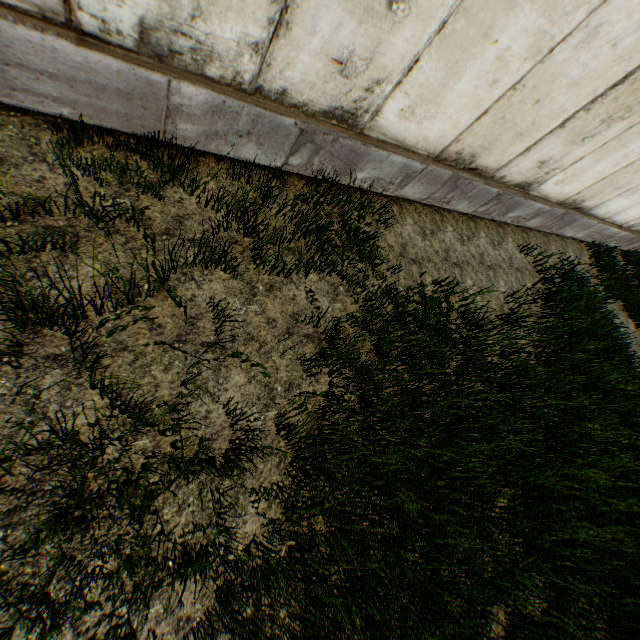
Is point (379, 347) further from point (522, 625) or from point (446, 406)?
point (522, 625)
